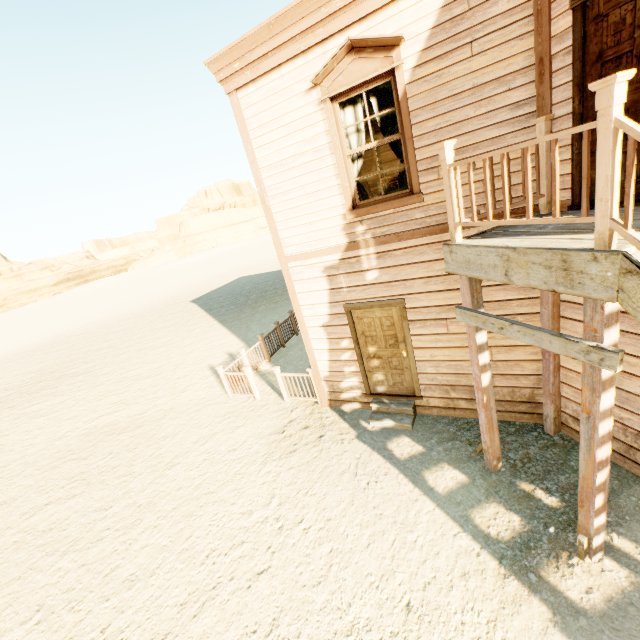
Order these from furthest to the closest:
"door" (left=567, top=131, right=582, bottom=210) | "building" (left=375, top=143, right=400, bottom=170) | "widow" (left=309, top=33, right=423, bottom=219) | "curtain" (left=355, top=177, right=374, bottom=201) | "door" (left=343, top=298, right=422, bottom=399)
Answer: "building" (left=375, top=143, right=400, bottom=170) → "door" (left=343, top=298, right=422, bottom=399) → "curtain" (left=355, top=177, right=374, bottom=201) → "widow" (left=309, top=33, right=423, bottom=219) → "door" (left=567, top=131, right=582, bottom=210)

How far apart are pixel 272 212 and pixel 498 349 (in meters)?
4.74

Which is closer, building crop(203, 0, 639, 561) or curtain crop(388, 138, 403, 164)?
building crop(203, 0, 639, 561)

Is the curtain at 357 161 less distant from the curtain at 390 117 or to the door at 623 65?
the curtain at 390 117

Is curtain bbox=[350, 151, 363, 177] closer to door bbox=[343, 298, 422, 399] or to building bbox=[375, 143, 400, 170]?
building bbox=[375, 143, 400, 170]

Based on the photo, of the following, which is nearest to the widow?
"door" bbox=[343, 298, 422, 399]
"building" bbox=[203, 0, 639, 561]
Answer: "building" bbox=[203, 0, 639, 561]

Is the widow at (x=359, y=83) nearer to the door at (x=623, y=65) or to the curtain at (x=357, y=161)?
the curtain at (x=357, y=161)

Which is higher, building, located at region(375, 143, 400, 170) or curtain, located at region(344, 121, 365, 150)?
curtain, located at region(344, 121, 365, 150)
